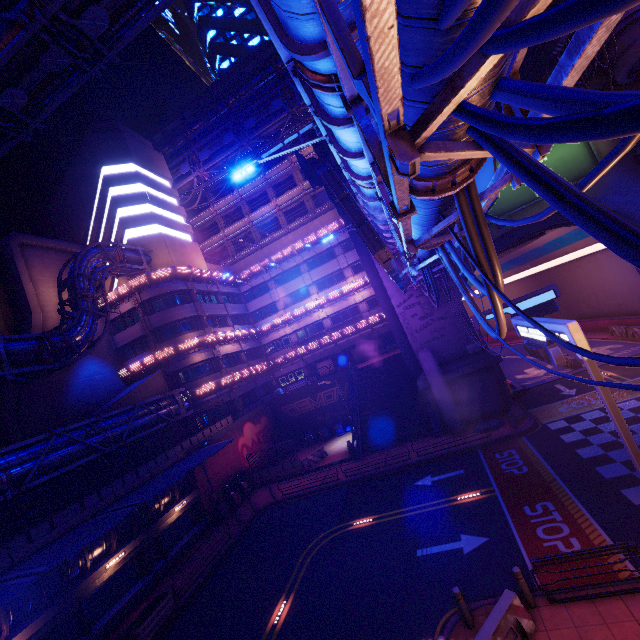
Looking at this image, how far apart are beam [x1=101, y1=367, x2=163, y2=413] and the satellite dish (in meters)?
22.59

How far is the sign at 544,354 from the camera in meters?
10.4 m

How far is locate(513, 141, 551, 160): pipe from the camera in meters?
4.2 m

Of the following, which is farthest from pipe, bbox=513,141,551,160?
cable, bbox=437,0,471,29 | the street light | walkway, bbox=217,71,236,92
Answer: walkway, bbox=217,71,236,92

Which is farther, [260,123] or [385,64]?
[260,123]

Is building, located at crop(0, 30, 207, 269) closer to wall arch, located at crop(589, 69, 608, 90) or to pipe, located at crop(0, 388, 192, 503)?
pipe, located at crop(0, 388, 192, 503)

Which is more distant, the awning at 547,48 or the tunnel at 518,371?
the tunnel at 518,371
